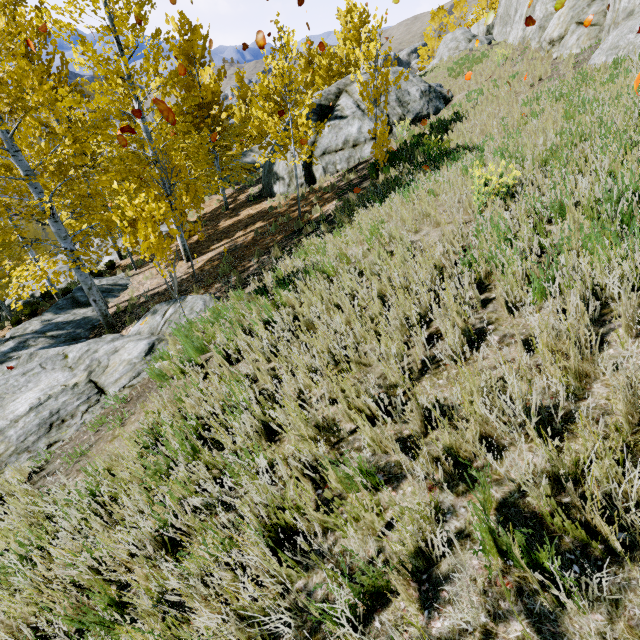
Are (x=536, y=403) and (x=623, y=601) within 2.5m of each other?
yes

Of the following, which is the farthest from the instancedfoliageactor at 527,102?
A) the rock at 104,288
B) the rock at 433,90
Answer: the rock at 433,90

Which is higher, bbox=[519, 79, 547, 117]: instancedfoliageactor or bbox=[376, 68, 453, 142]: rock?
bbox=[519, 79, 547, 117]: instancedfoliageactor

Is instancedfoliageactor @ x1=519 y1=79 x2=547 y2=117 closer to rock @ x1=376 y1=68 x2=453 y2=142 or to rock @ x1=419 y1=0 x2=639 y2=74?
rock @ x1=419 y1=0 x2=639 y2=74

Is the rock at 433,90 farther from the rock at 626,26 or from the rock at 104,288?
the rock at 104,288

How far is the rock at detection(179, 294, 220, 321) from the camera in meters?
7.6 m

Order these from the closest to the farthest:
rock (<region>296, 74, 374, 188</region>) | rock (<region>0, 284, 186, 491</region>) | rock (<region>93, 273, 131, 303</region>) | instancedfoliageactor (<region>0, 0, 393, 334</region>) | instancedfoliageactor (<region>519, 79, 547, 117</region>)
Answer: rock (<region>0, 284, 186, 491</region>) → instancedfoliageactor (<region>0, 0, 393, 334</region>) → instancedfoliageactor (<region>519, 79, 547, 117</region>) → rock (<region>93, 273, 131, 303</region>) → rock (<region>296, 74, 374, 188</region>)
